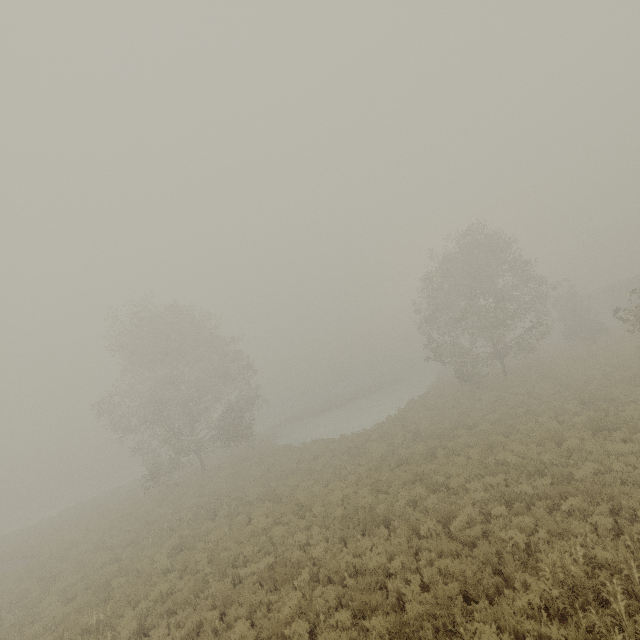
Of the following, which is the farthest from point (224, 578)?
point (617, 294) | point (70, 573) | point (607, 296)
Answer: point (607, 296)

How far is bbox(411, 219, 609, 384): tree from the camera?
27.30m

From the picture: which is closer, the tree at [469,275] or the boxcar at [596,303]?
the tree at [469,275]

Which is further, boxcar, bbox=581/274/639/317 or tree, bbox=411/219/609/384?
boxcar, bbox=581/274/639/317

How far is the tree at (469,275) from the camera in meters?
27.3
